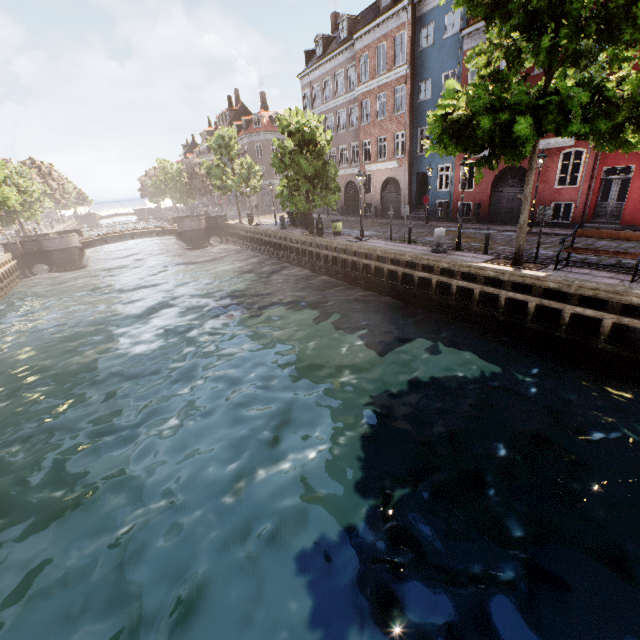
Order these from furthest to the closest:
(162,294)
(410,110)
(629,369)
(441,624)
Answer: (410,110) < (162,294) < (629,369) < (441,624)

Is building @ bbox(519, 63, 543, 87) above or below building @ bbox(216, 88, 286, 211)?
below

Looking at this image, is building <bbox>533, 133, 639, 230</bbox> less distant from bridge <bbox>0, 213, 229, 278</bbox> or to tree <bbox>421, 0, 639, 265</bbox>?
tree <bbox>421, 0, 639, 265</bbox>

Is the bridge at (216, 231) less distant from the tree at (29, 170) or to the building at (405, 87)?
the tree at (29, 170)

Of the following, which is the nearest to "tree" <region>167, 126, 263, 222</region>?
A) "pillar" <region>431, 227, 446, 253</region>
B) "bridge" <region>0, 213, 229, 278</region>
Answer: "bridge" <region>0, 213, 229, 278</region>

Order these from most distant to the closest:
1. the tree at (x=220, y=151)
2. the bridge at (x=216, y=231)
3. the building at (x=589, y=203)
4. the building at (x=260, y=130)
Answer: the building at (x=260, y=130)
the tree at (x=220, y=151)
the bridge at (x=216, y=231)
the building at (x=589, y=203)

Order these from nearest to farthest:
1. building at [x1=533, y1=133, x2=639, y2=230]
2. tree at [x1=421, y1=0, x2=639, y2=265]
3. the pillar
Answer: tree at [x1=421, y1=0, x2=639, y2=265] → the pillar → building at [x1=533, y1=133, x2=639, y2=230]
